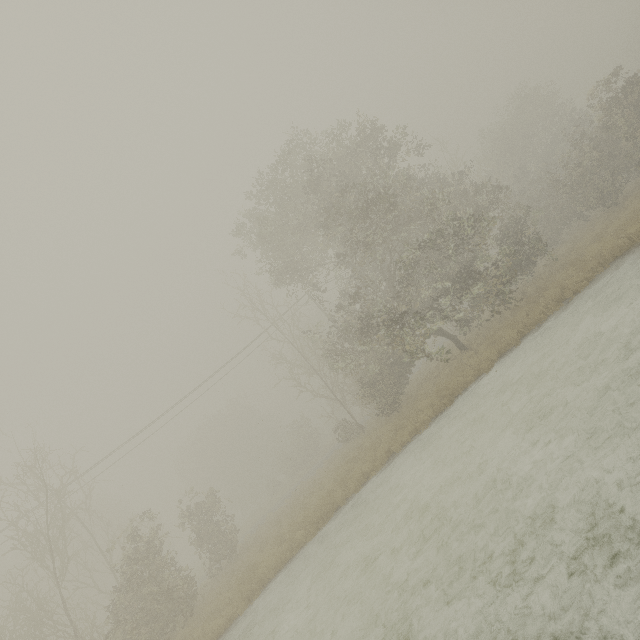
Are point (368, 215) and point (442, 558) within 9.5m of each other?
no
